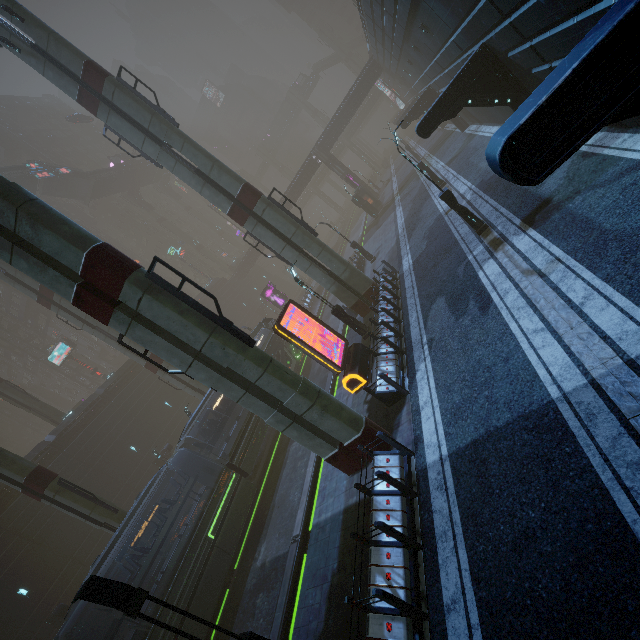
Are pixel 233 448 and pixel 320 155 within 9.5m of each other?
no

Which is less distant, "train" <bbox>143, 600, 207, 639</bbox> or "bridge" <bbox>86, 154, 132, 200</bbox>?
"train" <bbox>143, 600, 207, 639</bbox>

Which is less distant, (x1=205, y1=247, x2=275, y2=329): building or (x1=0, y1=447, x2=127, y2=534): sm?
(x1=0, y1=447, x2=127, y2=534): sm

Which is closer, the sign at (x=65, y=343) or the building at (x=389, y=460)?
the building at (x=389, y=460)

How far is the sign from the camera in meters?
43.7

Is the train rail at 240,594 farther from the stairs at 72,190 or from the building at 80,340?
the stairs at 72,190

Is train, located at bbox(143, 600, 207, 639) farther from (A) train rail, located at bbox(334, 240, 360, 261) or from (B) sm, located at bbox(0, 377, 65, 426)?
(B) sm, located at bbox(0, 377, 65, 426)

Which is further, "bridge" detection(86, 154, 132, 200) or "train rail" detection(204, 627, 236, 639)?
"bridge" detection(86, 154, 132, 200)
